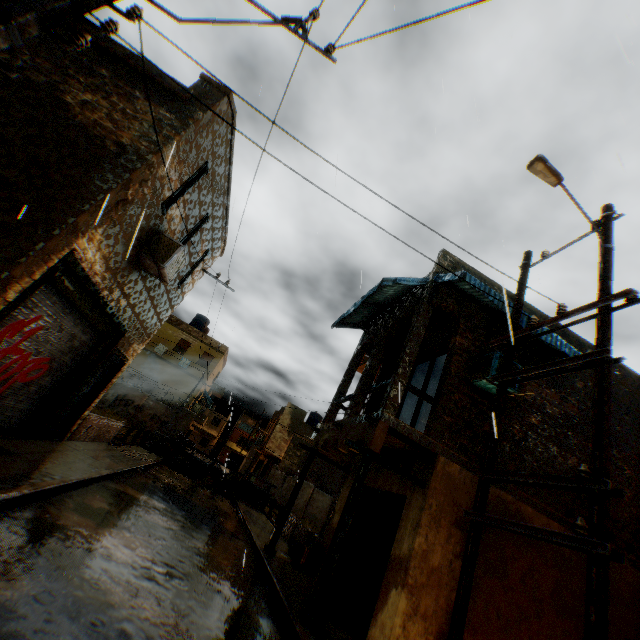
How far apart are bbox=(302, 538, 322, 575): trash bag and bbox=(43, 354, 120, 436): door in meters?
2.1 m

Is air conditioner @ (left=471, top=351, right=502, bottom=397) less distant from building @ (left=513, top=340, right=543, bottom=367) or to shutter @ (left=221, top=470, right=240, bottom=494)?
building @ (left=513, top=340, right=543, bottom=367)

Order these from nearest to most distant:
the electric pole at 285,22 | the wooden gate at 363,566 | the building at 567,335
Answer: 1. the electric pole at 285,22
2. the wooden gate at 363,566
3. the building at 567,335

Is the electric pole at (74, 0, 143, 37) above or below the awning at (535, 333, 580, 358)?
below

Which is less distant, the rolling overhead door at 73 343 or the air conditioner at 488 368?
the rolling overhead door at 73 343

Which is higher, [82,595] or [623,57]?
[623,57]

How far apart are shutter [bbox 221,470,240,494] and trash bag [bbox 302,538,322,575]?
10.0m

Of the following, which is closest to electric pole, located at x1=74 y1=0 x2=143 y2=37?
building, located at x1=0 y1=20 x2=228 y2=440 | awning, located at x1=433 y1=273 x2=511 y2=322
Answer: building, located at x1=0 y1=20 x2=228 y2=440
